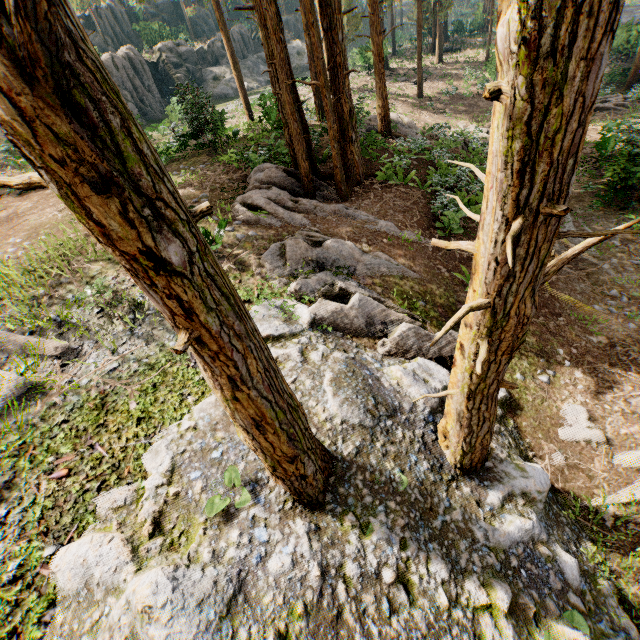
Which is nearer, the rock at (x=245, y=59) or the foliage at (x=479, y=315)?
the foliage at (x=479, y=315)

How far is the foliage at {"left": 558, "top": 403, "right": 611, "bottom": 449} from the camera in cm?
702

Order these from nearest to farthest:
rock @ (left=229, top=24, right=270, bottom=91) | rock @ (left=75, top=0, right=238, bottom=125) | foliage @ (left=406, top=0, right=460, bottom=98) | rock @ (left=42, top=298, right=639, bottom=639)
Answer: rock @ (left=42, top=298, right=639, bottom=639), foliage @ (left=406, top=0, right=460, bottom=98), rock @ (left=75, top=0, right=238, bottom=125), rock @ (left=229, top=24, right=270, bottom=91)

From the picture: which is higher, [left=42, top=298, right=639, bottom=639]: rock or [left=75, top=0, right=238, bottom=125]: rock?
[left=75, top=0, right=238, bottom=125]: rock

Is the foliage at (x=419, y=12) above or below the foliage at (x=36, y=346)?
above

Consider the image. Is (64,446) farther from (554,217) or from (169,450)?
(554,217)

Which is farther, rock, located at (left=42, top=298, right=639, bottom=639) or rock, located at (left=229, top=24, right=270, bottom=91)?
rock, located at (left=229, top=24, right=270, bottom=91)

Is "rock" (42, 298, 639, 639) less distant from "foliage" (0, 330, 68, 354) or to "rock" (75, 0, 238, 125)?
"foliage" (0, 330, 68, 354)
